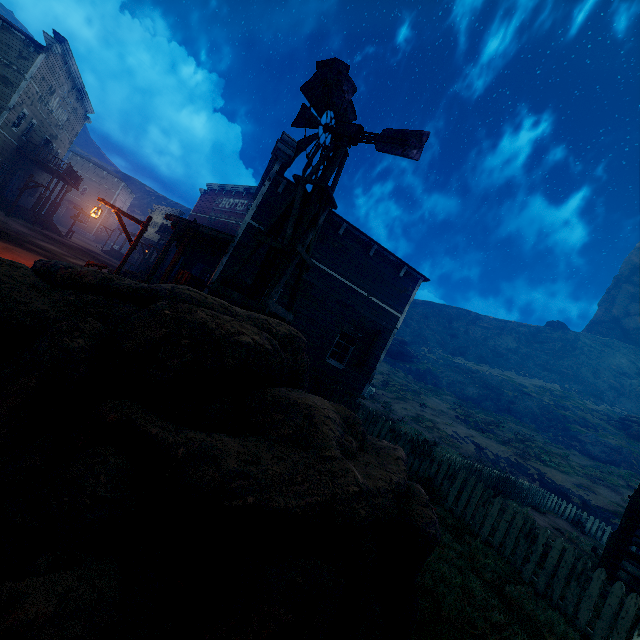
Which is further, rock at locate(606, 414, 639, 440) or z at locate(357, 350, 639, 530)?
rock at locate(606, 414, 639, 440)

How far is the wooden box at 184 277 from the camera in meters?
12.7

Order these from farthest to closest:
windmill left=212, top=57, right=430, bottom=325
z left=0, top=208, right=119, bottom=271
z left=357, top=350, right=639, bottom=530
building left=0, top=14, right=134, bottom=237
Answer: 1. z left=357, top=350, right=639, bottom=530
2. building left=0, top=14, right=134, bottom=237
3. z left=0, top=208, right=119, bottom=271
4. windmill left=212, top=57, right=430, bottom=325

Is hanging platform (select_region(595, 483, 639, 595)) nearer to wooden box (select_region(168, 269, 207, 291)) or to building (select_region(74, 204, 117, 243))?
building (select_region(74, 204, 117, 243))

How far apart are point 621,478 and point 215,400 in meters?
37.0 m

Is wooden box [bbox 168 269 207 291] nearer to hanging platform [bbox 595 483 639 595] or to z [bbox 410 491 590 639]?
z [bbox 410 491 590 639]

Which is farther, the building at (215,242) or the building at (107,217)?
the building at (107,217)

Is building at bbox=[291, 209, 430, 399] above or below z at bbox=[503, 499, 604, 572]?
above
